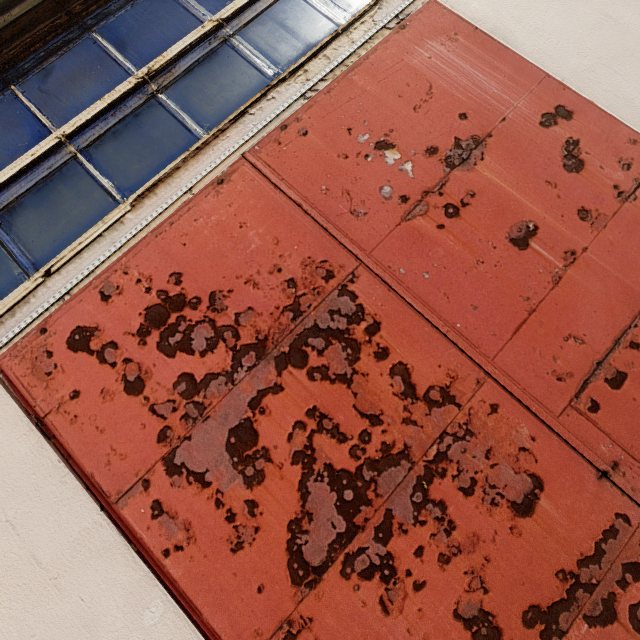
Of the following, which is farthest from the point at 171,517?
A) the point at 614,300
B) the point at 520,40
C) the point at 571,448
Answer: the point at 520,40
